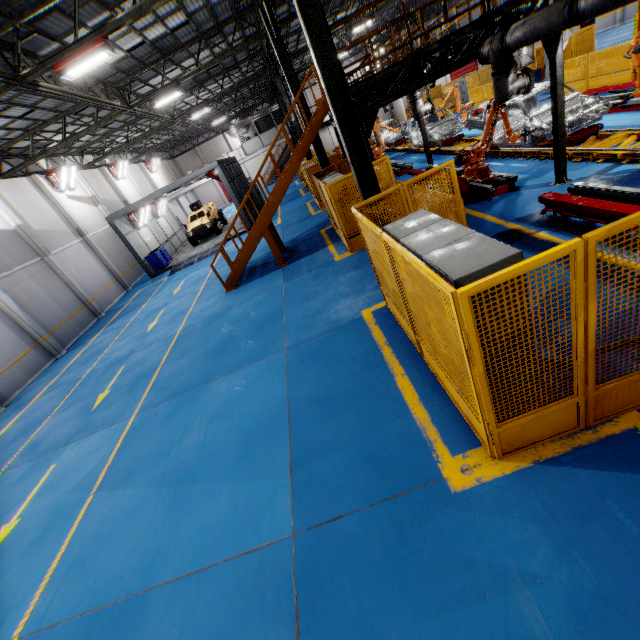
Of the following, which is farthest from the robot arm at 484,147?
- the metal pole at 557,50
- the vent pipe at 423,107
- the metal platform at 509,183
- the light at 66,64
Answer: the light at 66,64

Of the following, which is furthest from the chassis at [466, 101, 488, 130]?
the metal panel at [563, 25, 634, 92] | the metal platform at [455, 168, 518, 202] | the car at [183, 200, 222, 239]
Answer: the car at [183, 200, 222, 239]

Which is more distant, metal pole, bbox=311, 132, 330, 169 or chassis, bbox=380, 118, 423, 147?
chassis, bbox=380, 118, 423, 147

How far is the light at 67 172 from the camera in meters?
19.4

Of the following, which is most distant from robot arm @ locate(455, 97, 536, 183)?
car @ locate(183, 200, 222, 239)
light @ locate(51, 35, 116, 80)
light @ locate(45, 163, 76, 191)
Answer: light @ locate(45, 163, 76, 191)

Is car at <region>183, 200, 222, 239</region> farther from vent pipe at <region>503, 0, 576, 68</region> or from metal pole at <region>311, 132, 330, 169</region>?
vent pipe at <region>503, 0, 576, 68</region>

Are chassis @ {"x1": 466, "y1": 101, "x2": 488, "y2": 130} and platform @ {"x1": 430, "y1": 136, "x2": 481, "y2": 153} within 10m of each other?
yes

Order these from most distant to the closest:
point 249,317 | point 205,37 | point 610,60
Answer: point 205,37 < point 610,60 < point 249,317
